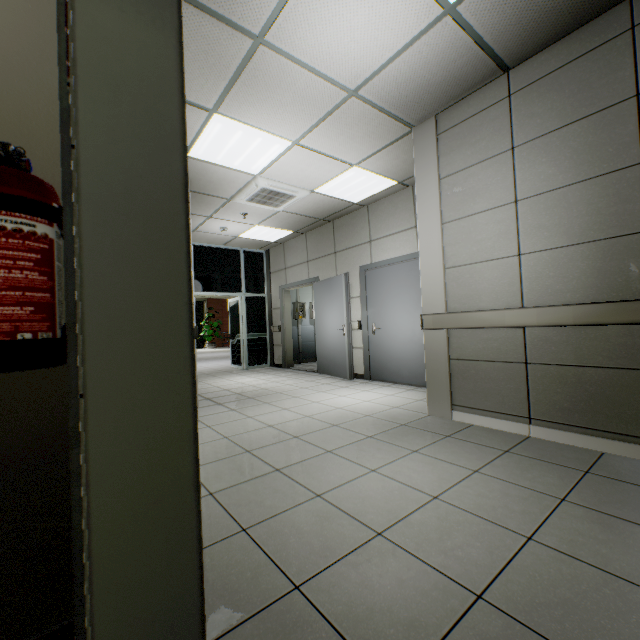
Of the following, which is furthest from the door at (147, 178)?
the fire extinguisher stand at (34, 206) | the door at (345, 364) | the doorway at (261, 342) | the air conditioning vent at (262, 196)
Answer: the doorway at (261, 342)

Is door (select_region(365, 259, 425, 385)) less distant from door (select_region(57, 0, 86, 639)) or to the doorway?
the doorway

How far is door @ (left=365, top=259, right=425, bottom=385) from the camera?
5.20m

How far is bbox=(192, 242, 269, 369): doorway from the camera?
8.0m

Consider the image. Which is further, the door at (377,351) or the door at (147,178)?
the door at (377,351)

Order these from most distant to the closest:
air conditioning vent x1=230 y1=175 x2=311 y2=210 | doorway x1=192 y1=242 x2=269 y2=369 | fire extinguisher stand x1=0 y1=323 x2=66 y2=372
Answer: doorway x1=192 y1=242 x2=269 y2=369 → air conditioning vent x1=230 y1=175 x2=311 y2=210 → fire extinguisher stand x1=0 y1=323 x2=66 y2=372

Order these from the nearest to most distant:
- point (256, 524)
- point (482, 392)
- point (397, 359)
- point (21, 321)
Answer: point (21, 321)
point (256, 524)
point (482, 392)
point (397, 359)

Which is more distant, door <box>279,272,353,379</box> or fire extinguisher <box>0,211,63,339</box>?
door <box>279,272,353,379</box>
